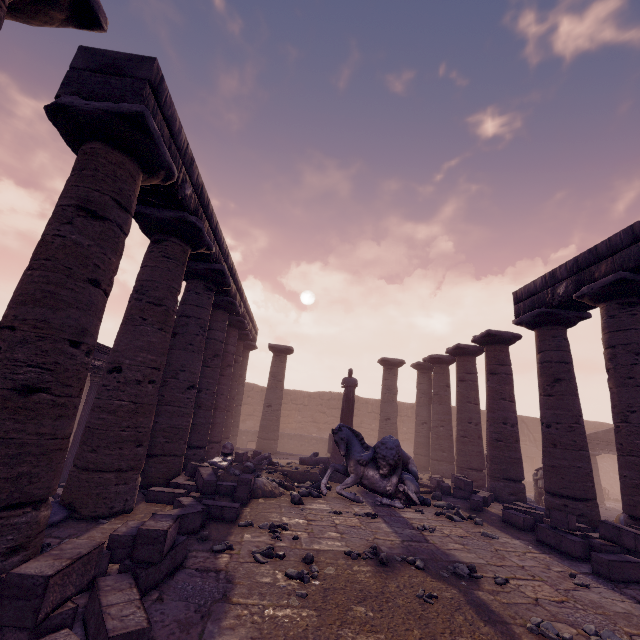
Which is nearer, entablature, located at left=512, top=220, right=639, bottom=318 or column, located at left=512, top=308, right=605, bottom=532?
entablature, located at left=512, top=220, right=639, bottom=318

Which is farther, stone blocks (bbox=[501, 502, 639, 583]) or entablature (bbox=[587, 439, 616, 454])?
entablature (bbox=[587, 439, 616, 454])

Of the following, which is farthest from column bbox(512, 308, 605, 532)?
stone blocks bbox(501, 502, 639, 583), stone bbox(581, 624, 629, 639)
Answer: stone bbox(581, 624, 629, 639)

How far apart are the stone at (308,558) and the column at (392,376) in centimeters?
1301cm

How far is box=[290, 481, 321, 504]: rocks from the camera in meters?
7.1 m

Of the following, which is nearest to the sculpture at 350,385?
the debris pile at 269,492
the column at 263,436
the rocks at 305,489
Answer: the rocks at 305,489

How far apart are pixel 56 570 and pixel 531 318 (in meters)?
10.98

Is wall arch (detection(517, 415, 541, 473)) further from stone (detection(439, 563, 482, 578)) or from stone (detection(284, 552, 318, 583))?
stone (detection(284, 552, 318, 583))
